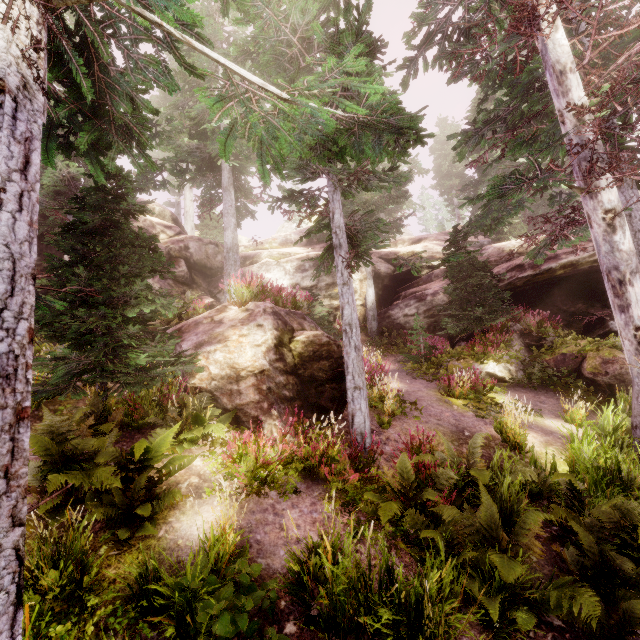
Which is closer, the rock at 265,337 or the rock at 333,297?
the rock at 265,337

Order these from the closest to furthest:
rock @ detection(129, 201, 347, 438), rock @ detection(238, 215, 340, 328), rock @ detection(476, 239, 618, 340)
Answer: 1. rock @ detection(129, 201, 347, 438)
2. rock @ detection(476, 239, 618, 340)
3. rock @ detection(238, 215, 340, 328)

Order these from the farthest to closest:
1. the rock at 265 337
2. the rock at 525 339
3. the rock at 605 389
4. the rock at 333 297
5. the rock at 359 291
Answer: the rock at 359 291 → the rock at 333 297 → the rock at 525 339 → the rock at 605 389 → the rock at 265 337

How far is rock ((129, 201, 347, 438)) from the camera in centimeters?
756cm

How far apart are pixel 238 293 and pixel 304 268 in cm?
942
